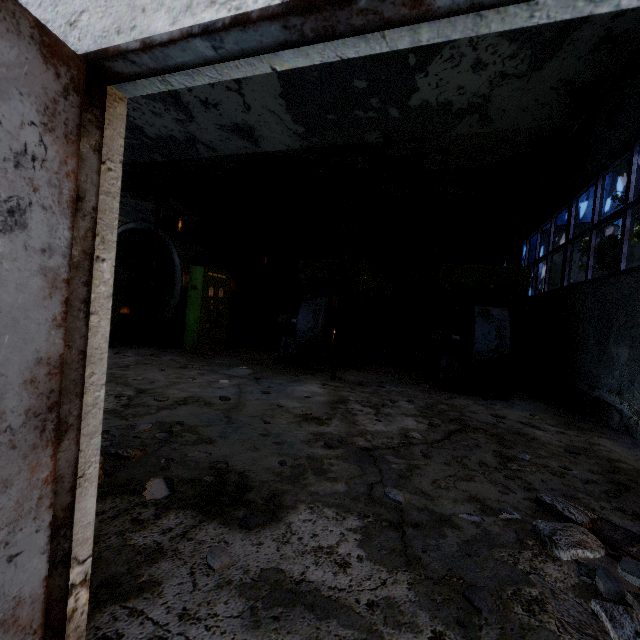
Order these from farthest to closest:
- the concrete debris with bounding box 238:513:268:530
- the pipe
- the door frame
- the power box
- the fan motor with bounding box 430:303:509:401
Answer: the pipe, the power box, the fan motor with bounding box 430:303:509:401, the concrete debris with bounding box 238:513:268:530, the door frame

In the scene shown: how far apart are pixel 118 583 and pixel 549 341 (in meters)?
10.10

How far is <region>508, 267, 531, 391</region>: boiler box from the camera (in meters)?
7.61

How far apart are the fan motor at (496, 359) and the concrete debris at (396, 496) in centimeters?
468cm

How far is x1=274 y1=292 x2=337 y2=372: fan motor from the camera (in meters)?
7.82

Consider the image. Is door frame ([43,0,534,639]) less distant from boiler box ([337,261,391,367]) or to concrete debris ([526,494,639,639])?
concrete debris ([526,494,639,639])

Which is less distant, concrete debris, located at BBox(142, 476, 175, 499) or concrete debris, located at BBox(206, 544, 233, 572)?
concrete debris, located at BBox(206, 544, 233, 572)

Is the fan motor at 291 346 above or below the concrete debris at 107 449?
above
